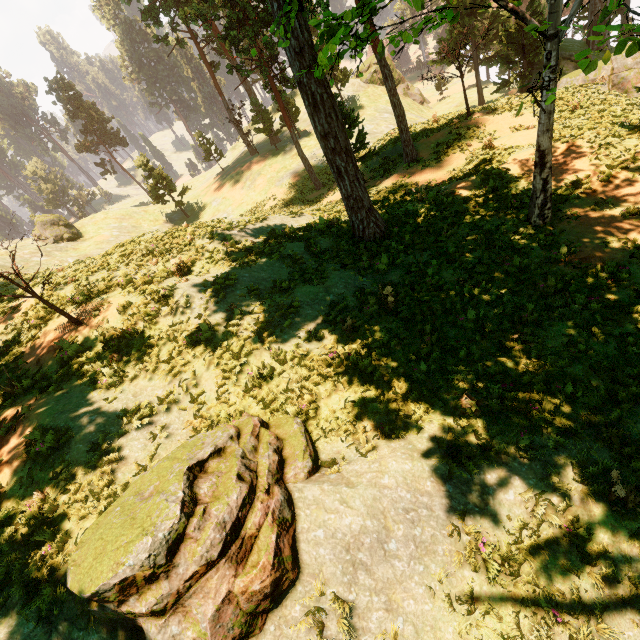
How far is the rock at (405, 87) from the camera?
48.5 meters

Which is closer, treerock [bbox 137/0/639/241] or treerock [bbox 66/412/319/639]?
treerock [bbox 66/412/319/639]

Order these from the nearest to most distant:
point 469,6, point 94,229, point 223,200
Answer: point 469,6
point 94,229
point 223,200

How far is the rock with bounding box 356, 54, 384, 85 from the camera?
47.4 meters

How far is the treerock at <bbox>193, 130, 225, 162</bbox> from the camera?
47.1 meters

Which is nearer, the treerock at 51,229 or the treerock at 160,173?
the treerock at 51,229
